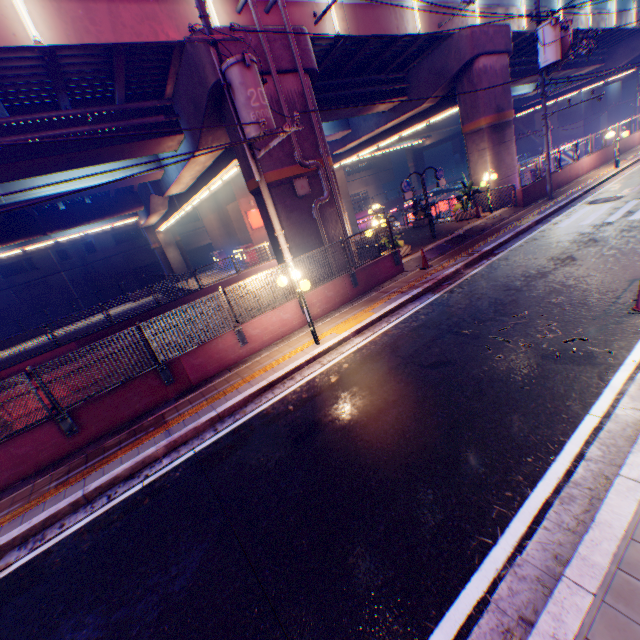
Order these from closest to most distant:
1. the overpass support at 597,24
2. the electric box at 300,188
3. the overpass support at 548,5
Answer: the electric box at 300,188, the overpass support at 548,5, the overpass support at 597,24

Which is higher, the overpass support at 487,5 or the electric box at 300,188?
the overpass support at 487,5

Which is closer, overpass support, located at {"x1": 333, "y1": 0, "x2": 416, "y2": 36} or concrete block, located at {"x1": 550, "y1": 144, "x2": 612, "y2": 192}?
overpass support, located at {"x1": 333, "y1": 0, "x2": 416, "y2": 36}

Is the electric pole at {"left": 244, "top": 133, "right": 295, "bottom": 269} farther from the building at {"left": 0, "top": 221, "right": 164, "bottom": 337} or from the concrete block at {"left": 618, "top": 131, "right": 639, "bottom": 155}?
the building at {"left": 0, "top": 221, "right": 164, "bottom": 337}

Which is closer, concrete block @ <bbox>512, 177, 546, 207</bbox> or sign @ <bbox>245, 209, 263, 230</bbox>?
concrete block @ <bbox>512, 177, 546, 207</bbox>

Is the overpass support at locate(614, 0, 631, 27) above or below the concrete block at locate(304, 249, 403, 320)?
above

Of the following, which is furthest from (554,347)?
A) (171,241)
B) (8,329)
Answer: (8,329)

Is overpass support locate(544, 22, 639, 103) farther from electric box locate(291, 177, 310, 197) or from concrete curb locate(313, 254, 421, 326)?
concrete curb locate(313, 254, 421, 326)
